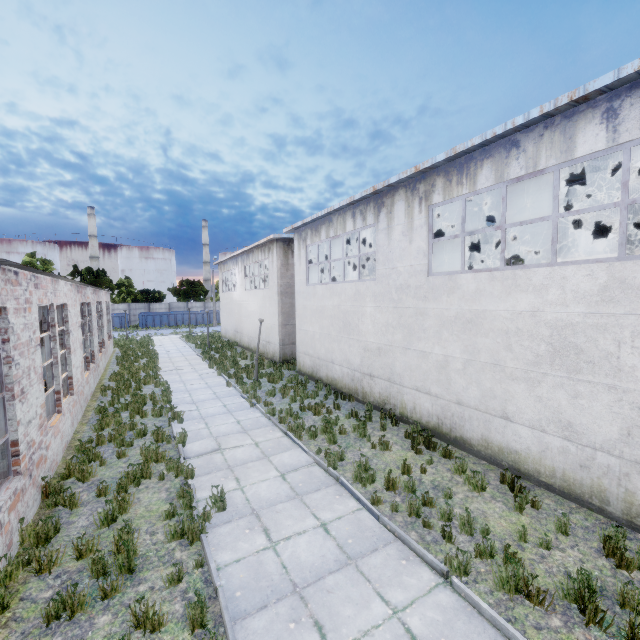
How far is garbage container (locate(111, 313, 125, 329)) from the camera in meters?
44.6 m

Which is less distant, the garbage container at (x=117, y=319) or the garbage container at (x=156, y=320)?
the garbage container at (x=117, y=319)

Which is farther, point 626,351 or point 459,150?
point 459,150

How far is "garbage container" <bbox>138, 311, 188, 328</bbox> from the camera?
46.47m

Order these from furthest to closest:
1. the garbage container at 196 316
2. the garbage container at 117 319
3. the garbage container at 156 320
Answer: the garbage container at 196 316
the garbage container at 156 320
the garbage container at 117 319

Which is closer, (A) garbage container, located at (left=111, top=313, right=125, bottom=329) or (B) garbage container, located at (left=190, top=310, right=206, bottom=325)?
(A) garbage container, located at (left=111, top=313, right=125, bottom=329)

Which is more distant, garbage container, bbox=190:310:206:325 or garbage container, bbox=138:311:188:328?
garbage container, bbox=190:310:206:325
